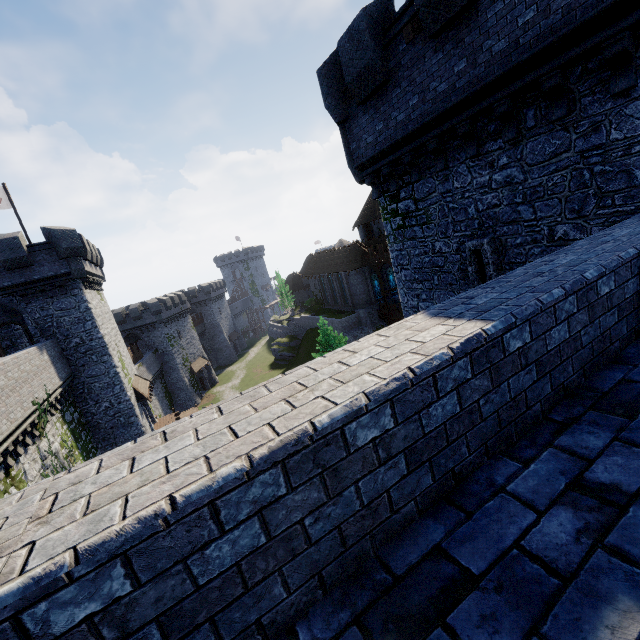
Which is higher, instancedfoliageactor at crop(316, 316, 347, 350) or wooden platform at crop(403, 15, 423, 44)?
wooden platform at crop(403, 15, 423, 44)

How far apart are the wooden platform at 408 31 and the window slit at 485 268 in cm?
523

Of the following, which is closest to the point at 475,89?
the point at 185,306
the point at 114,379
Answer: the point at 114,379

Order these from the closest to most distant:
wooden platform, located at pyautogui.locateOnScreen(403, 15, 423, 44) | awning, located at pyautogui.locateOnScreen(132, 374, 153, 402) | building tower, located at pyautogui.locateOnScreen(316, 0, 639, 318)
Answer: building tower, located at pyautogui.locateOnScreen(316, 0, 639, 318) → wooden platform, located at pyautogui.locateOnScreen(403, 15, 423, 44) → awning, located at pyautogui.locateOnScreen(132, 374, 153, 402)

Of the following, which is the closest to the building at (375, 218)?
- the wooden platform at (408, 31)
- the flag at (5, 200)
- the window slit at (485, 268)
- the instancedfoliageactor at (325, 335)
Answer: the instancedfoliageactor at (325, 335)

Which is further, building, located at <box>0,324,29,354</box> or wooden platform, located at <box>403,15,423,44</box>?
building, located at <box>0,324,29,354</box>

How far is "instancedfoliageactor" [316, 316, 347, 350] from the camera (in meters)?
28.39

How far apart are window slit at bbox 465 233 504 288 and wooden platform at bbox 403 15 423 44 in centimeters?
523cm
